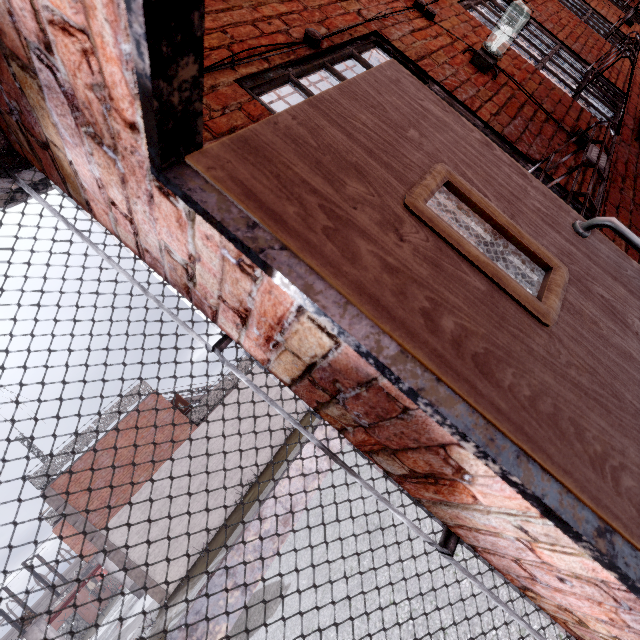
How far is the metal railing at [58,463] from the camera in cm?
1445

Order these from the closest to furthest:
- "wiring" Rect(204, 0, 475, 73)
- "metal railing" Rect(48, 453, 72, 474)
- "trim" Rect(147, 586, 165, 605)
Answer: "wiring" Rect(204, 0, 475, 73)
"trim" Rect(147, 586, 165, 605)
"metal railing" Rect(48, 453, 72, 474)

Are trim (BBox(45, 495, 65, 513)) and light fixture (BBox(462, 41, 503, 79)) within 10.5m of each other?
no

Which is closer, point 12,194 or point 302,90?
point 12,194

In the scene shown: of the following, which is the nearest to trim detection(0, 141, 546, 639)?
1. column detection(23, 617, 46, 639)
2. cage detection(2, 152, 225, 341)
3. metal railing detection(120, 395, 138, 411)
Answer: cage detection(2, 152, 225, 341)

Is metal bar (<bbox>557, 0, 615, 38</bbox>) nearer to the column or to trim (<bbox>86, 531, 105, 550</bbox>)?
trim (<bbox>86, 531, 105, 550</bbox>)

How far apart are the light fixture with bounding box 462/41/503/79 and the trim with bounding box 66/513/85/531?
19.3m

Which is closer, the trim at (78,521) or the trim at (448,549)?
the trim at (448,549)
